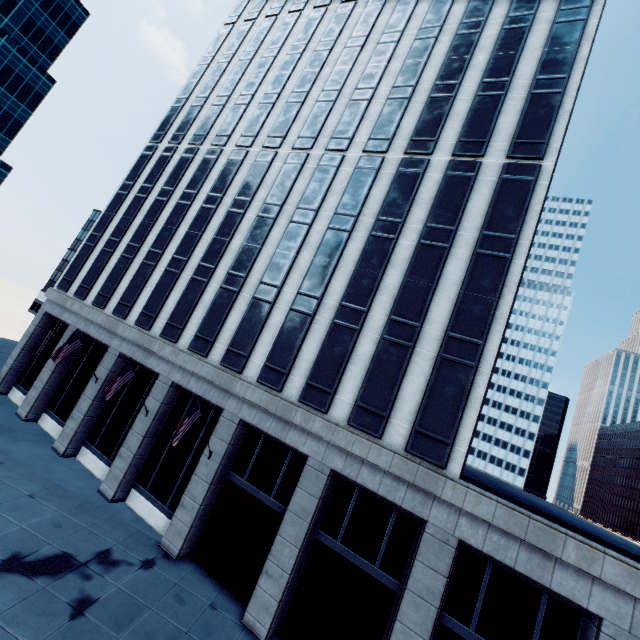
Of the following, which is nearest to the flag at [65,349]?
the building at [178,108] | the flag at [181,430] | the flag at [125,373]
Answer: the building at [178,108]

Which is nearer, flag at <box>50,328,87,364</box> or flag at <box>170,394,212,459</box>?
flag at <box>170,394,212,459</box>

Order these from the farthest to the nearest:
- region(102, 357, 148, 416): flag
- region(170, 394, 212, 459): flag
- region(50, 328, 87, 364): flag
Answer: region(50, 328, 87, 364): flag, region(102, 357, 148, 416): flag, region(170, 394, 212, 459): flag

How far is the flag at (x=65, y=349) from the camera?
20.8m

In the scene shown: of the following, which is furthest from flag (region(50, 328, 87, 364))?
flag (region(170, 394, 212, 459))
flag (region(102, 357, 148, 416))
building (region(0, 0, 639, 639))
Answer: flag (region(170, 394, 212, 459))

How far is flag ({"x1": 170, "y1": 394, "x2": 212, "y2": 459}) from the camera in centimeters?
1558cm

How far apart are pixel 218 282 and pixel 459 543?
20.1 meters
